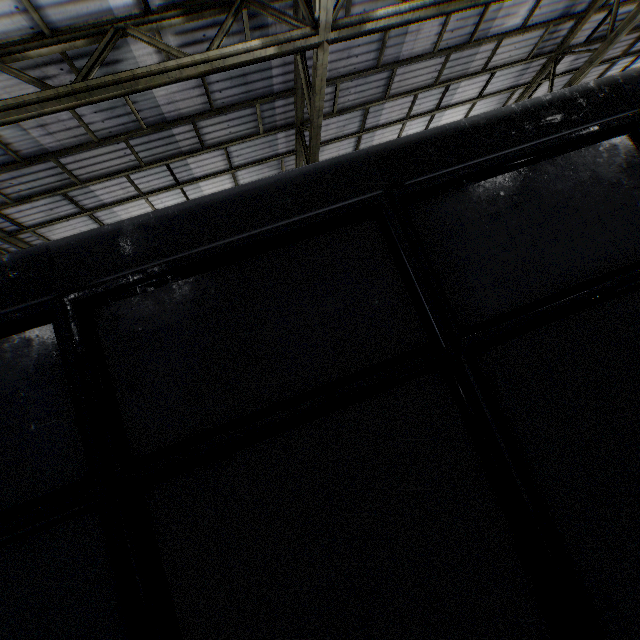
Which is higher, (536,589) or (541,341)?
(541,341)
